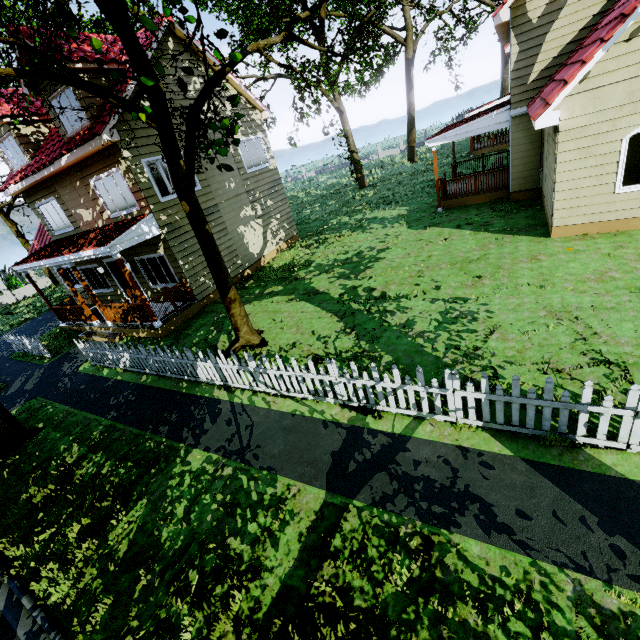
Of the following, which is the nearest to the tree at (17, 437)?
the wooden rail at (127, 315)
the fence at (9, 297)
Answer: the fence at (9, 297)

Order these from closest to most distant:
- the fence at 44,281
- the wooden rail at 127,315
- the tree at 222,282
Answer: the tree at 222,282, the wooden rail at 127,315, the fence at 44,281

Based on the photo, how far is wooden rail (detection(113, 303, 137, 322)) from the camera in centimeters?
1180cm

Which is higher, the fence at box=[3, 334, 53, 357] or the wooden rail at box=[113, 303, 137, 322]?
the wooden rail at box=[113, 303, 137, 322]

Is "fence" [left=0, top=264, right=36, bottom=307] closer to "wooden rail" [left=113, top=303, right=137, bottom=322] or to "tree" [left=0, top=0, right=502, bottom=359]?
"tree" [left=0, top=0, right=502, bottom=359]

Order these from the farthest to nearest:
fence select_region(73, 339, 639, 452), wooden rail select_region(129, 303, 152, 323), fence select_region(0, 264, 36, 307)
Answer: fence select_region(0, 264, 36, 307)
wooden rail select_region(129, 303, 152, 323)
fence select_region(73, 339, 639, 452)

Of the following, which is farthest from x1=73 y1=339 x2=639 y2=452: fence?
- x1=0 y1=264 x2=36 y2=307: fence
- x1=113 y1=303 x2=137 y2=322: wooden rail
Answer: x1=0 y1=264 x2=36 y2=307: fence

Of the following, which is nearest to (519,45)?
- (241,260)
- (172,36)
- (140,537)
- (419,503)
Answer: (172,36)
